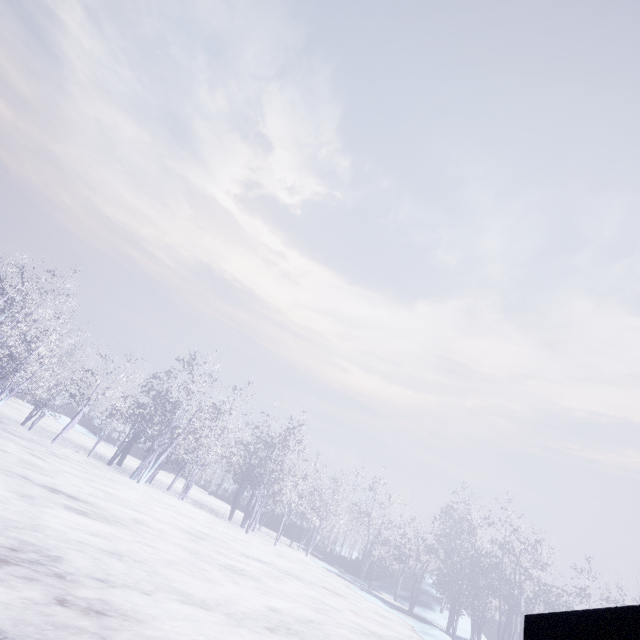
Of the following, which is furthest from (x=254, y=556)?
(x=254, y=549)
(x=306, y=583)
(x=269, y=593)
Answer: (x=269, y=593)
